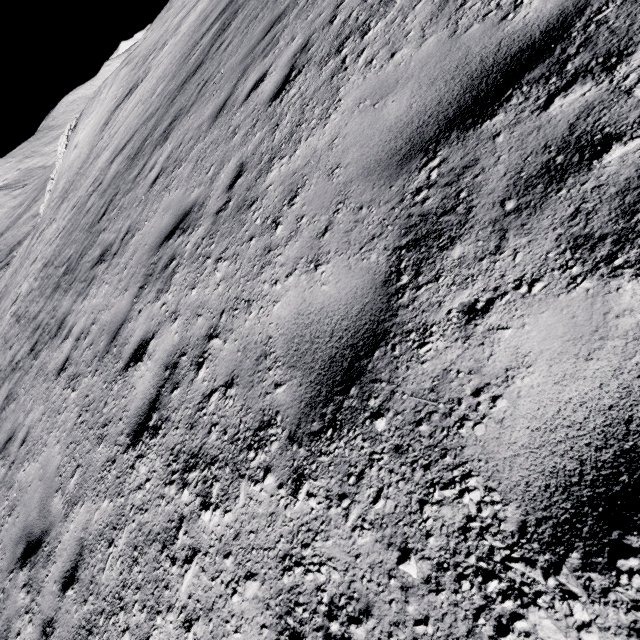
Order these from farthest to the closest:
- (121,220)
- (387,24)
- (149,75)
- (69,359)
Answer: (149,75)
(121,220)
(69,359)
(387,24)
